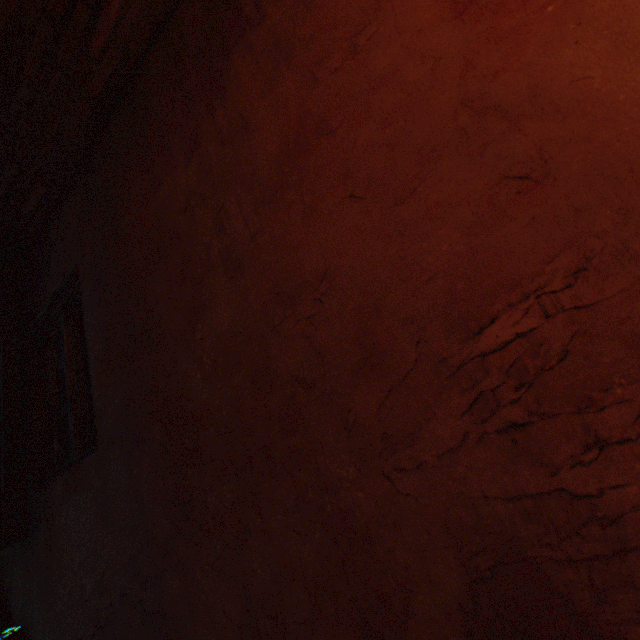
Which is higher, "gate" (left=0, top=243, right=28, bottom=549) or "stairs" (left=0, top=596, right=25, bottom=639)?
"gate" (left=0, top=243, right=28, bottom=549)

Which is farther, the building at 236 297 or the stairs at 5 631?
the stairs at 5 631

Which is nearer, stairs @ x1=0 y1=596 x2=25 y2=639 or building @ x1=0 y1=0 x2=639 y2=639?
building @ x1=0 y1=0 x2=639 y2=639

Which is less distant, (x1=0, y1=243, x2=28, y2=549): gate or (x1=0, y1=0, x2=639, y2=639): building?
(x1=0, y1=0, x2=639, y2=639): building

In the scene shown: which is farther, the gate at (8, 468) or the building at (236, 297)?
the gate at (8, 468)

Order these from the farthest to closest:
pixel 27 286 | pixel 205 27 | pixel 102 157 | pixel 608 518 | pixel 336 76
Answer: pixel 27 286
pixel 102 157
pixel 205 27
pixel 336 76
pixel 608 518
